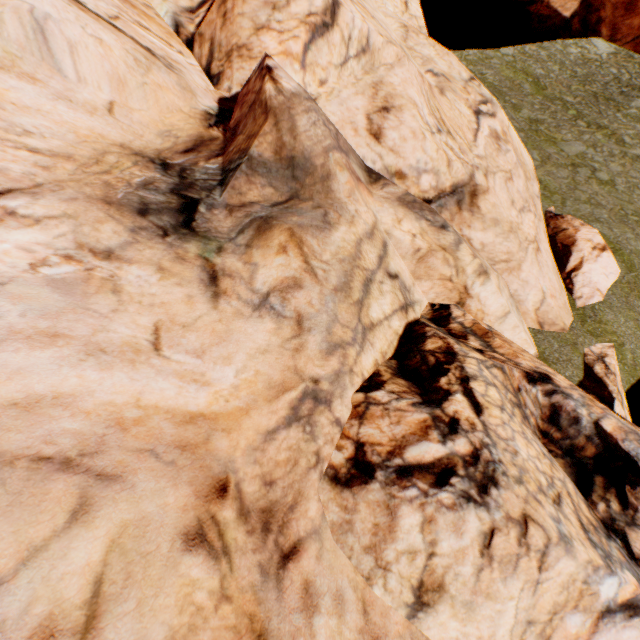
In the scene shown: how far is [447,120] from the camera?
9.9 meters
